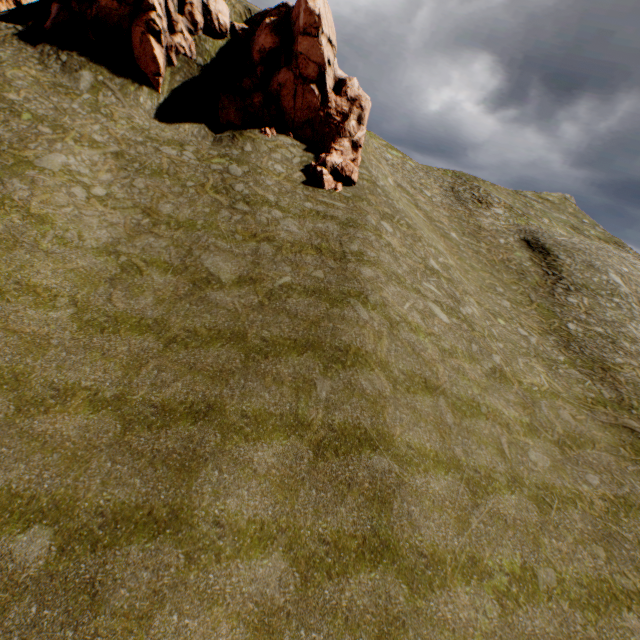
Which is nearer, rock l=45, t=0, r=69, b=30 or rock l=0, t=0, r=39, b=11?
rock l=45, t=0, r=69, b=30

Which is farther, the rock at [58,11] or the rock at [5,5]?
the rock at [5,5]

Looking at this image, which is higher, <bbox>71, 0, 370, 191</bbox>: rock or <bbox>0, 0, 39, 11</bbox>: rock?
<bbox>0, 0, 39, 11</bbox>: rock

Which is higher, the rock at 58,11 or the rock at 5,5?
the rock at 5,5

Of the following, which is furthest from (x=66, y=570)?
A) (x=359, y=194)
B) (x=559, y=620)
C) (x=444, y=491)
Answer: (x=359, y=194)
